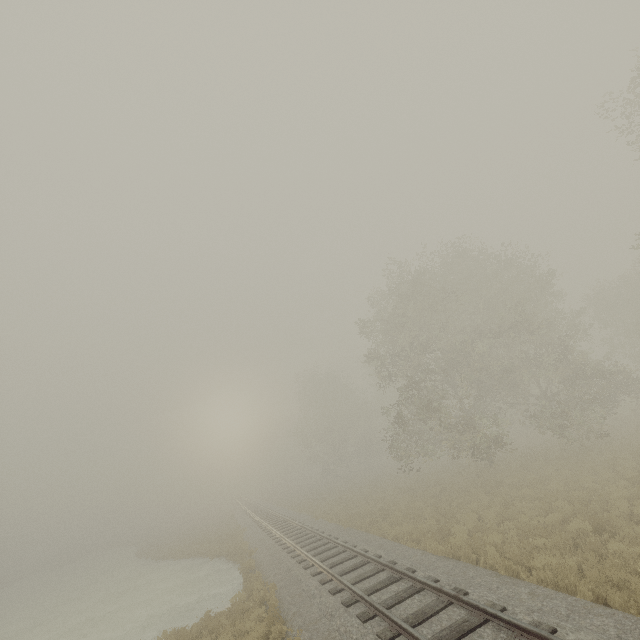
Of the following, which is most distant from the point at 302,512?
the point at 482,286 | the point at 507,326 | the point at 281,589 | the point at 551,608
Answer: the point at 551,608
